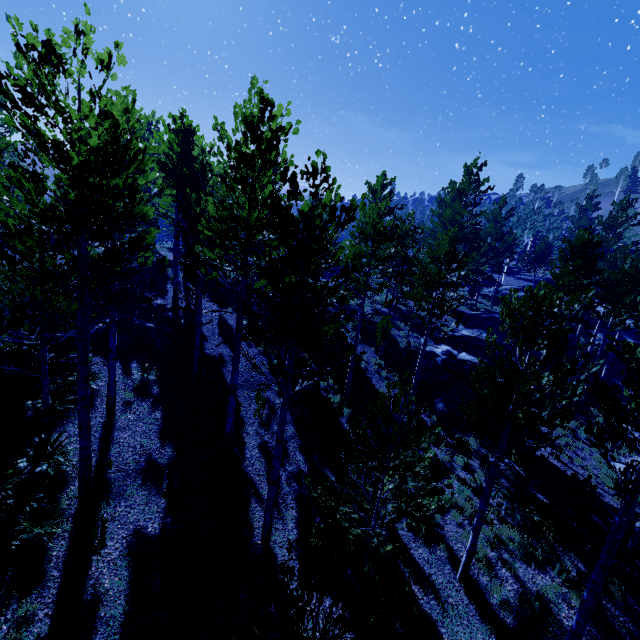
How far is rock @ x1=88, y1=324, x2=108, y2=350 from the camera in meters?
12.8 m

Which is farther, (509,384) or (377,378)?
(377,378)

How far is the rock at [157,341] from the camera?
13.3 meters

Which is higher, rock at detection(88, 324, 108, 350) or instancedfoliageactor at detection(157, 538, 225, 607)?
rock at detection(88, 324, 108, 350)

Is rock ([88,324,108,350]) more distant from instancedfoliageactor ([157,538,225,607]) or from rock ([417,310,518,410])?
rock ([417,310,518,410])

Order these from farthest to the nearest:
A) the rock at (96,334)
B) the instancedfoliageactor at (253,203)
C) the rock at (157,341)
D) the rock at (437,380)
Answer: the rock at (437,380)
the rock at (157,341)
the rock at (96,334)
the instancedfoliageactor at (253,203)

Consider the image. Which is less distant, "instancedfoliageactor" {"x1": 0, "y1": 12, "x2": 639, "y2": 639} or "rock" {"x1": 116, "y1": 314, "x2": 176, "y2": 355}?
"instancedfoliageactor" {"x1": 0, "y1": 12, "x2": 639, "y2": 639}
